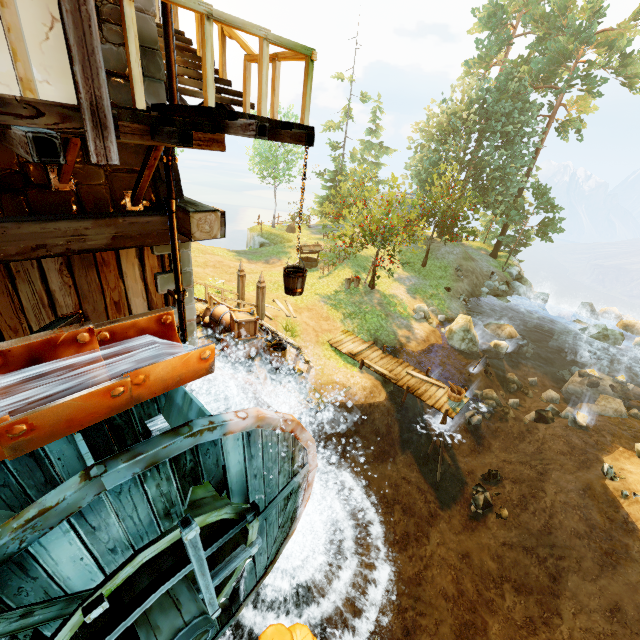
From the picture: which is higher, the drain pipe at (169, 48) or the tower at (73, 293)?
the drain pipe at (169, 48)

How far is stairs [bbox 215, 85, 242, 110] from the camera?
5.5m

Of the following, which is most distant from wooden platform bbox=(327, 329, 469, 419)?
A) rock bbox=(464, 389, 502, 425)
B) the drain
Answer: the drain

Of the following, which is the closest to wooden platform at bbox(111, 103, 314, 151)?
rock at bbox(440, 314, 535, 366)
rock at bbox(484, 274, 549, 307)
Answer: rock at bbox(440, 314, 535, 366)

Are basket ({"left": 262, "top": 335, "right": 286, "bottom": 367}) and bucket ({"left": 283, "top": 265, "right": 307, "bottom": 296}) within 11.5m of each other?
yes

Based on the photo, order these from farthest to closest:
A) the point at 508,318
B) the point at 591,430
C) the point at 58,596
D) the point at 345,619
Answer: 1. the point at 508,318
2. the point at 591,430
3. the point at 345,619
4. the point at 58,596

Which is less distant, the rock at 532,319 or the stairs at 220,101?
the stairs at 220,101

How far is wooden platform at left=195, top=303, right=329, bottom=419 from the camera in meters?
9.7
